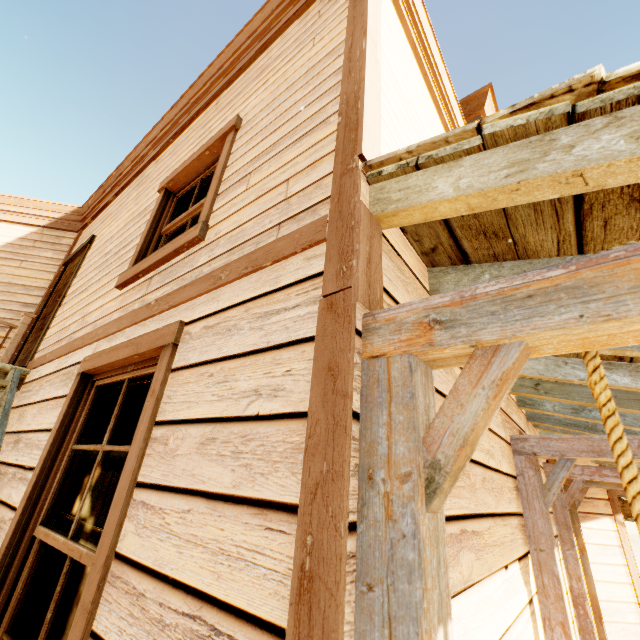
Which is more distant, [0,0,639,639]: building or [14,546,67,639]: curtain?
[14,546,67,639]: curtain

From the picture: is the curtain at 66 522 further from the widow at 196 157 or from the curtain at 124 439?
the widow at 196 157

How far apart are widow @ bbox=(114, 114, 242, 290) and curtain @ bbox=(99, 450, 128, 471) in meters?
0.7 m

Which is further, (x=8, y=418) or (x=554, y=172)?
(x=8, y=418)

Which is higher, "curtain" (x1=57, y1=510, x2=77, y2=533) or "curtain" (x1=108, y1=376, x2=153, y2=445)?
"curtain" (x1=108, y1=376, x2=153, y2=445)

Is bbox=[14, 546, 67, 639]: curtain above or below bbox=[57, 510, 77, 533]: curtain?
below

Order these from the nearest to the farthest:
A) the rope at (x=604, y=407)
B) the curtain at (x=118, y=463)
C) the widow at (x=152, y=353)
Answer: the rope at (x=604, y=407) → the widow at (x=152, y=353) → the curtain at (x=118, y=463)

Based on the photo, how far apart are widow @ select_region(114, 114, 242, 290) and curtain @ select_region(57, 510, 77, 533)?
1.66m
